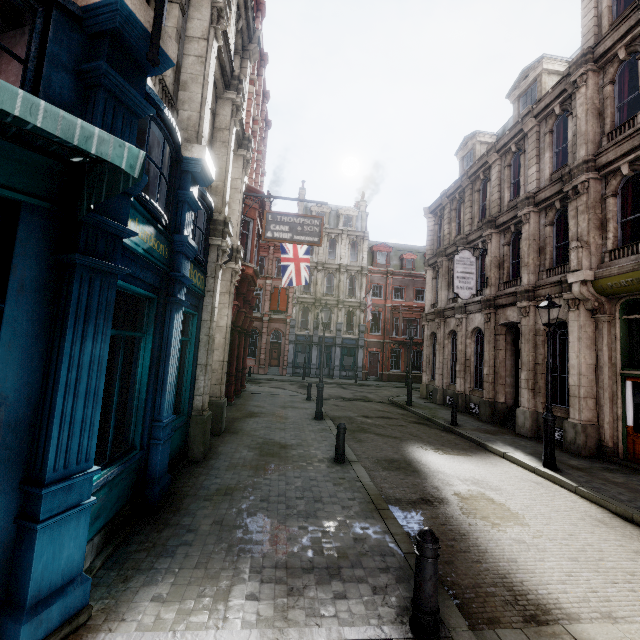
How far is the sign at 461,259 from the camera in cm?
1580

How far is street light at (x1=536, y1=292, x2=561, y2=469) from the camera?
8.8 meters

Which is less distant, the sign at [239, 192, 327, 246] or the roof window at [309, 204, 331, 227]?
the sign at [239, 192, 327, 246]

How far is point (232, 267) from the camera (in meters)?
10.43

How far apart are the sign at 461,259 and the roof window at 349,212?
22.2 meters

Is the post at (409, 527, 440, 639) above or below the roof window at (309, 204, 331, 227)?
below

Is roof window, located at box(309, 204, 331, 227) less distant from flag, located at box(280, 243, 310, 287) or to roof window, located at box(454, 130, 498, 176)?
roof window, located at box(454, 130, 498, 176)

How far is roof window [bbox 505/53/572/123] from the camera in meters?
14.6
